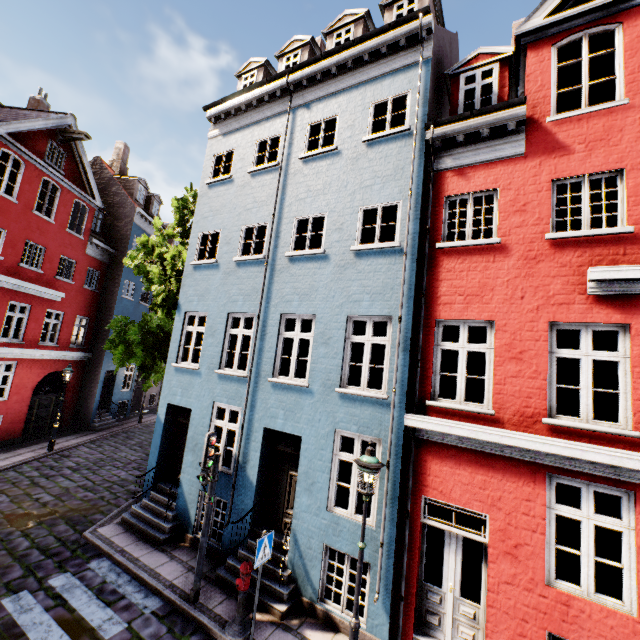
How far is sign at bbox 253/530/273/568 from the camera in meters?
5.8

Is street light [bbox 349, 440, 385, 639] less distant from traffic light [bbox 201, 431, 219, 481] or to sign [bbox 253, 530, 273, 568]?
sign [bbox 253, 530, 273, 568]

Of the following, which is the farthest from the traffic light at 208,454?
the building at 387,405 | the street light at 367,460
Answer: the street light at 367,460

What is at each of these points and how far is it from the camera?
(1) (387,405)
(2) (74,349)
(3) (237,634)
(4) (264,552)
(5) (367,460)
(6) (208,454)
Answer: (1) building, 6.85m
(2) building, 18.20m
(3) hydrant, 6.02m
(4) sign, 6.04m
(5) street light, 5.40m
(6) traffic light, 6.93m

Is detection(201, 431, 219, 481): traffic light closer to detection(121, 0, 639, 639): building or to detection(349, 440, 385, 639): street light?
detection(121, 0, 639, 639): building

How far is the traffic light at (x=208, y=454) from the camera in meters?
6.9

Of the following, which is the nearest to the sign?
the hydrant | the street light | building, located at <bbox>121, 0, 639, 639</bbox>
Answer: the hydrant

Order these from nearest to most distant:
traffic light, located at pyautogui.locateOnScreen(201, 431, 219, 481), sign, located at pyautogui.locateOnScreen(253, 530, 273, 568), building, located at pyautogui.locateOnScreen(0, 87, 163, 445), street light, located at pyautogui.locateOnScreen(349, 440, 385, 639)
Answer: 1. street light, located at pyautogui.locateOnScreen(349, 440, 385, 639)
2. sign, located at pyautogui.locateOnScreen(253, 530, 273, 568)
3. traffic light, located at pyautogui.locateOnScreen(201, 431, 219, 481)
4. building, located at pyautogui.locateOnScreen(0, 87, 163, 445)
